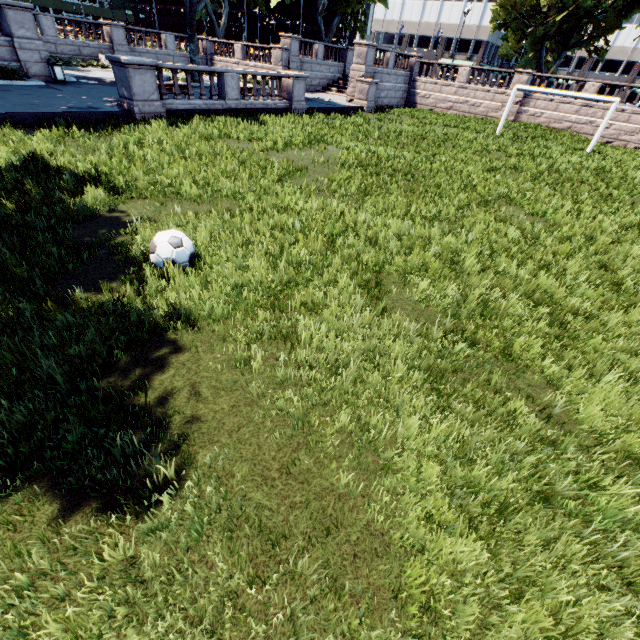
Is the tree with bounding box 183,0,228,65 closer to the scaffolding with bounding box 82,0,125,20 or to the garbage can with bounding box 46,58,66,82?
the garbage can with bounding box 46,58,66,82

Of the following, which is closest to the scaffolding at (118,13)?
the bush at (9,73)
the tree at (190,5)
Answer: the tree at (190,5)

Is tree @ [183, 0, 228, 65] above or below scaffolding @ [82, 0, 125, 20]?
below

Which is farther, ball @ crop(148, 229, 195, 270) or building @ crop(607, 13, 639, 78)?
building @ crop(607, 13, 639, 78)

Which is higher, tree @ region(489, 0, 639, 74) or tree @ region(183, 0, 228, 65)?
tree @ region(489, 0, 639, 74)

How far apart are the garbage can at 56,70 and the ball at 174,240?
21.1 meters

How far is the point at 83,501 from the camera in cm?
246
